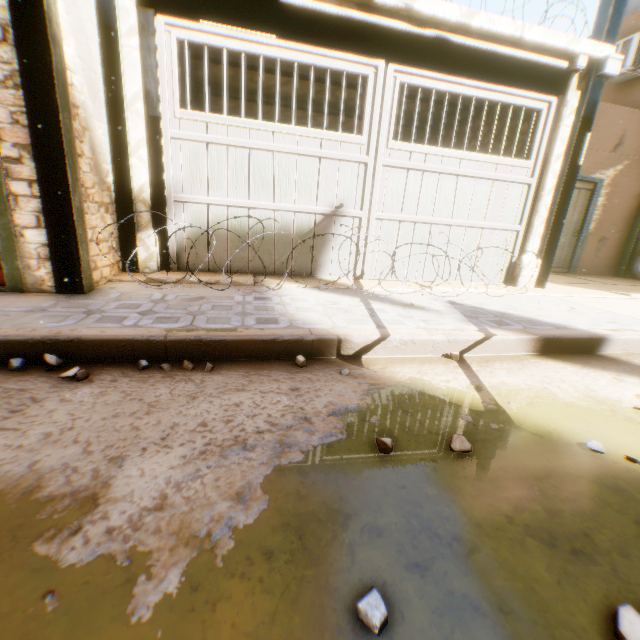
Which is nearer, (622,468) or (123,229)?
(622,468)

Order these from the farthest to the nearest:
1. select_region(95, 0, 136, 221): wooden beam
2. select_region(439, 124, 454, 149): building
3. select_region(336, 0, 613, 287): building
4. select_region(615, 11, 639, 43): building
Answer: select_region(615, 11, 639, 43): building, select_region(439, 124, 454, 149): building, select_region(336, 0, 613, 287): building, select_region(95, 0, 136, 221): wooden beam

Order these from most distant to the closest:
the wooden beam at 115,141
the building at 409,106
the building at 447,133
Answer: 1. the building at 447,133
2. the building at 409,106
3. the wooden beam at 115,141

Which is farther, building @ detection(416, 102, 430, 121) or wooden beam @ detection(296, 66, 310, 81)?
building @ detection(416, 102, 430, 121)

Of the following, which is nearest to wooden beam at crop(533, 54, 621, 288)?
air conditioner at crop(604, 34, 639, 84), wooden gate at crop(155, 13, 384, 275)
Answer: wooden gate at crop(155, 13, 384, 275)

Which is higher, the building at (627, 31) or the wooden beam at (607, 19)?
the building at (627, 31)

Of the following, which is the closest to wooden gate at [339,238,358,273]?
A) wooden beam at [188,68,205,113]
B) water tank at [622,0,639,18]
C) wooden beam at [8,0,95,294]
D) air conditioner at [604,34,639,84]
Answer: wooden beam at [8,0,95,294]
